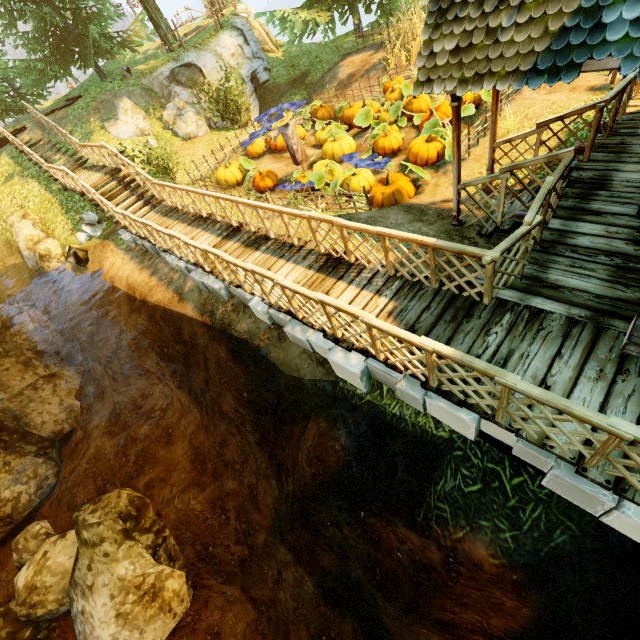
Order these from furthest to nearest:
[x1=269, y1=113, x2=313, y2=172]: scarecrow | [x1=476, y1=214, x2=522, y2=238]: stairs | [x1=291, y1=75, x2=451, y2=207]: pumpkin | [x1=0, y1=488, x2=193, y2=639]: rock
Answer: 1. [x1=269, y1=113, x2=313, y2=172]: scarecrow
2. [x1=291, y1=75, x2=451, y2=207]: pumpkin
3. [x1=0, y1=488, x2=193, y2=639]: rock
4. [x1=476, y1=214, x2=522, y2=238]: stairs

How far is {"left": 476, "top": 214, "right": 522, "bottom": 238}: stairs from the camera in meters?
6.3 m

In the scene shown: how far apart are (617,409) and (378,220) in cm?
556

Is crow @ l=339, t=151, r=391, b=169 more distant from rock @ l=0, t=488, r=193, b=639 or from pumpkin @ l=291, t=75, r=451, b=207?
rock @ l=0, t=488, r=193, b=639

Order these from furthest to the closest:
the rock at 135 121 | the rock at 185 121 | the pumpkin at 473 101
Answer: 1. the rock at 185 121
2. the rock at 135 121
3. the pumpkin at 473 101

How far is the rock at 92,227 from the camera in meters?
12.1

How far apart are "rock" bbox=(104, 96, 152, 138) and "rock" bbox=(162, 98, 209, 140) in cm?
44

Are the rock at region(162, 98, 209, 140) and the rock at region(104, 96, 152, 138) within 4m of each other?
yes
